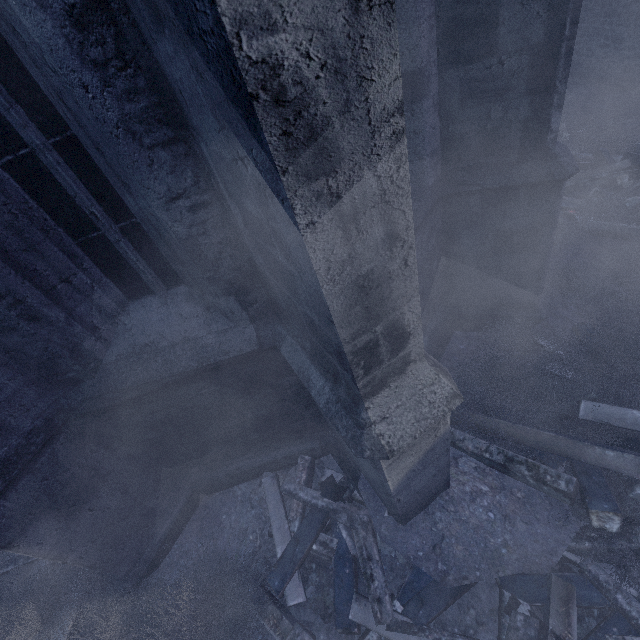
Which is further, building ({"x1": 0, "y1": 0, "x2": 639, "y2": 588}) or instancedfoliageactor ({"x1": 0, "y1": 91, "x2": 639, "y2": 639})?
instancedfoliageactor ({"x1": 0, "y1": 91, "x2": 639, "y2": 639})

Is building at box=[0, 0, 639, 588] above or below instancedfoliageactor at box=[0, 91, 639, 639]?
above

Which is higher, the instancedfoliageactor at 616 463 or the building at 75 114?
the building at 75 114

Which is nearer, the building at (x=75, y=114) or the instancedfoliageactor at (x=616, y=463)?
the building at (x=75, y=114)

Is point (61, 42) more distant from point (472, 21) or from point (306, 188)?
point (472, 21)
